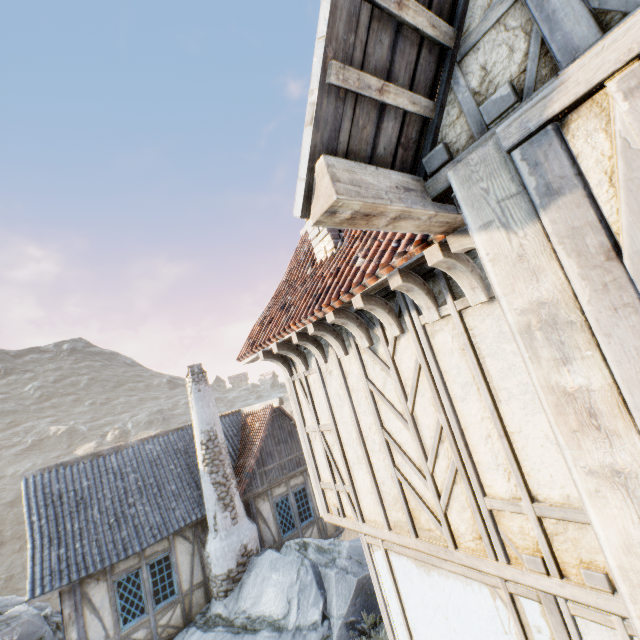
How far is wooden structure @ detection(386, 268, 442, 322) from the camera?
3.01m

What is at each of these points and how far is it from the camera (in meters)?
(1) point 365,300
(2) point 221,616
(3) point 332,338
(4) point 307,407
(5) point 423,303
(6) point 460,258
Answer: (1) wooden structure, 3.37
(2) rock, 9.43
(3) wooden structure, 4.31
(4) building, 5.36
(5) wooden structure, 3.16
(6) wooden structure, 2.68

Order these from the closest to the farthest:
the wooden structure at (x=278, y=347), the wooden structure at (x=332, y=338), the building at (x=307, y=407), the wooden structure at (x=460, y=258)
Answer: the building at (x=307, y=407)
the wooden structure at (x=460, y=258)
the wooden structure at (x=332, y=338)
the wooden structure at (x=278, y=347)

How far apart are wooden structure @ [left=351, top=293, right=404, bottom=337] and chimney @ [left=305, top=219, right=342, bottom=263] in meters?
1.9

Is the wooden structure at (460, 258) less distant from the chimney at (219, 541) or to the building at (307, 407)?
the building at (307, 407)

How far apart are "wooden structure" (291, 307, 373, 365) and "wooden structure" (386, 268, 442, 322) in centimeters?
138cm

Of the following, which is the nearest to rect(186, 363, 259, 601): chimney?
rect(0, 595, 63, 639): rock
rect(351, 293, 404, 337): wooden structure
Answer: rect(0, 595, 63, 639): rock

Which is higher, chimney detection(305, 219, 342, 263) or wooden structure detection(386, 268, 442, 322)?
chimney detection(305, 219, 342, 263)
